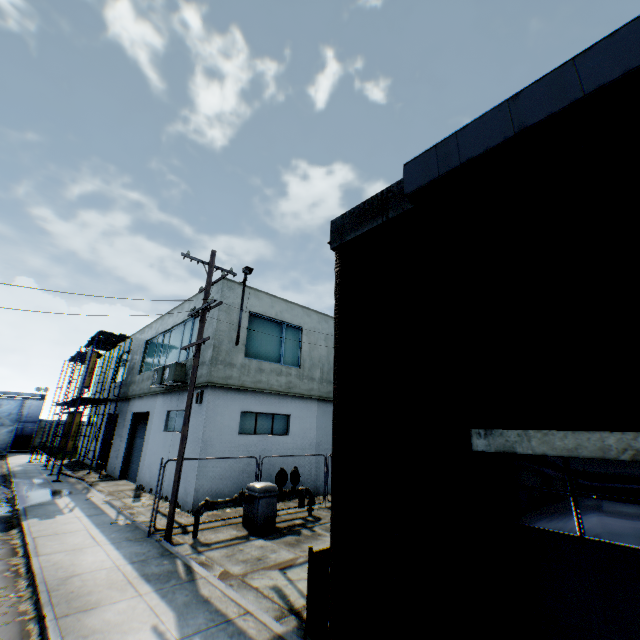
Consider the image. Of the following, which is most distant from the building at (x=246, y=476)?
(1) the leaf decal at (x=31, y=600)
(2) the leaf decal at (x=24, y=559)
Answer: (1) the leaf decal at (x=31, y=600)

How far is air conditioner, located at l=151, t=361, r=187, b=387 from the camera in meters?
14.9 m

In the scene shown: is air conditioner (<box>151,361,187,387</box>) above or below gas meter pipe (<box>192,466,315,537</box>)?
above

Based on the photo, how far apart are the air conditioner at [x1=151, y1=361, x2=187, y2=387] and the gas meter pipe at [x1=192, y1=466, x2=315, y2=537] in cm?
573

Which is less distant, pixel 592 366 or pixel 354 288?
pixel 592 366

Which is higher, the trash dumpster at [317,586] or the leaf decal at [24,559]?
the trash dumpster at [317,586]

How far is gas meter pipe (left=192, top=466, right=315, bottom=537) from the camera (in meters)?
10.35

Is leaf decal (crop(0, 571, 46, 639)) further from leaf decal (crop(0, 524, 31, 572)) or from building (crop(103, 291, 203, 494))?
building (crop(103, 291, 203, 494))
